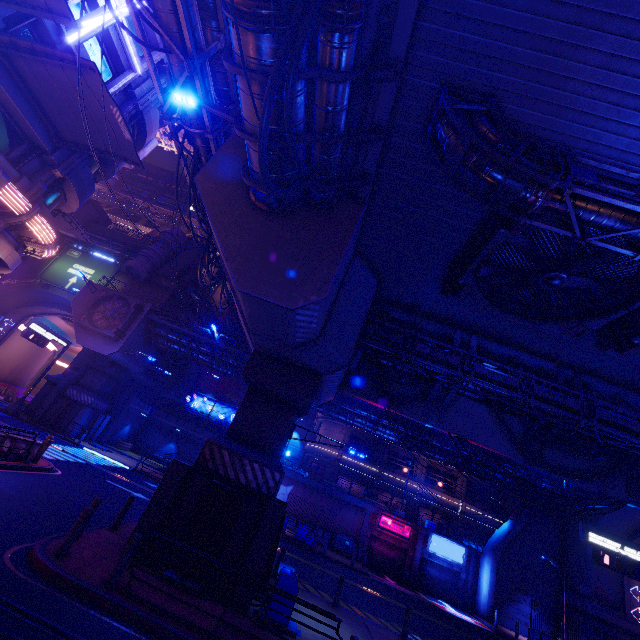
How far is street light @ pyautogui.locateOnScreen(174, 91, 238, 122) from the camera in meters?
10.7

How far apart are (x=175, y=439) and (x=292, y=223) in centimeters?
3754cm

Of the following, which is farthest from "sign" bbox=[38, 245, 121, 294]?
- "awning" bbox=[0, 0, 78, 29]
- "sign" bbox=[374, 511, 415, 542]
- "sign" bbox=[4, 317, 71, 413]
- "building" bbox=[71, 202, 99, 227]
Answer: "sign" bbox=[374, 511, 415, 542]

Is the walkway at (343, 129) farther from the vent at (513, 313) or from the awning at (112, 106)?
the awning at (112, 106)

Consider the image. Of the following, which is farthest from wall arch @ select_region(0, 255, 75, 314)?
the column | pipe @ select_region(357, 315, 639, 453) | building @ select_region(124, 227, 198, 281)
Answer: pipe @ select_region(357, 315, 639, 453)

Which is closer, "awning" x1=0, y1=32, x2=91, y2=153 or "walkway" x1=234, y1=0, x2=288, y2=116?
"walkway" x1=234, y1=0, x2=288, y2=116

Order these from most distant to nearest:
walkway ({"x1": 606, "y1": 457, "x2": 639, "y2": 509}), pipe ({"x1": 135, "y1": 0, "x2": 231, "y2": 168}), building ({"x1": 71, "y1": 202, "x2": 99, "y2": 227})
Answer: building ({"x1": 71, "y1": 202, "x2": 99, "y2": 227})
walkway ({"x1": 606, "y1": 457, "x2": 639, "y2": 509})
pipe ({"x1": 135, "y1": 0, "x2": 231, "y2": 168})

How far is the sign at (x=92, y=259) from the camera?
37.4m
